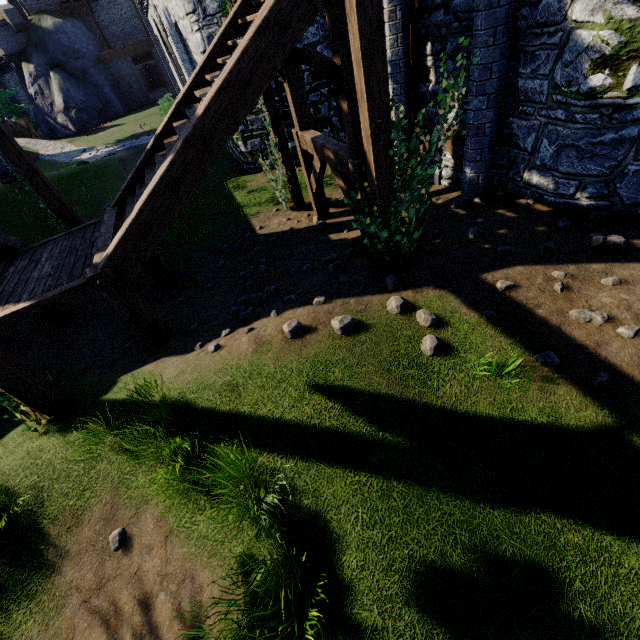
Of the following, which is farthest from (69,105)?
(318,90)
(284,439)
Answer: (284,439)

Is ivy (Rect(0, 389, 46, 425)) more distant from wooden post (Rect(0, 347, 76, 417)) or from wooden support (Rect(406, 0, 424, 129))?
wooden post (Rect(0, 347, 76, 417))

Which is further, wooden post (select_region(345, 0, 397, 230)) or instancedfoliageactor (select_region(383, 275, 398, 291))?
instancedfoliageactor (select_region(383, 275, 398, 291))

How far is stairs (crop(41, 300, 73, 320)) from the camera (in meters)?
8.16

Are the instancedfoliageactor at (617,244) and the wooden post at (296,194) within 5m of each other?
A: no

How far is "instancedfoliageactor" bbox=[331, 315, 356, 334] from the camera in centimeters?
476cm

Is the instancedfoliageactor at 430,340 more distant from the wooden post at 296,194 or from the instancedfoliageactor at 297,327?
the wooden post at 296,194

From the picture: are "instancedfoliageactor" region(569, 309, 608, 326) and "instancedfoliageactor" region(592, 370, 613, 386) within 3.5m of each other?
yes
